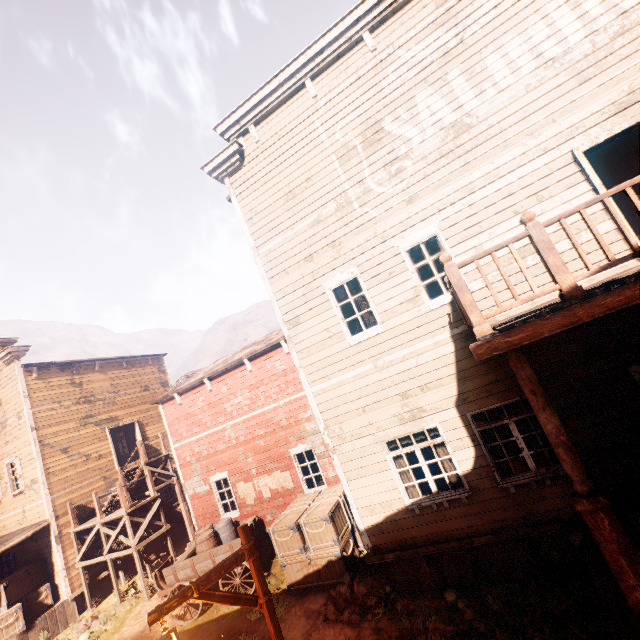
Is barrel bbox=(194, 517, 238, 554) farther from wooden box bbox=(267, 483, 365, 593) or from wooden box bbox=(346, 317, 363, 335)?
wooden box bbox=(346, 317, 363, 335)

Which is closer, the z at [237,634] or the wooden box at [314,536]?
the z at [237,634]

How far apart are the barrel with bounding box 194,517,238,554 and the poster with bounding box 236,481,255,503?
0.91m

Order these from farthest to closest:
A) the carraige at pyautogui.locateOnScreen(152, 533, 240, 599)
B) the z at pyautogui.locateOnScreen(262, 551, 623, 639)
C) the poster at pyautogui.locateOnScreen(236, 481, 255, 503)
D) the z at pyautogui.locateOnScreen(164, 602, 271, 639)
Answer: the poster at pyautogui.locateOnScreen(236, 481, 255, 503), the carraige at pyautogui.locateOnScreen(152, 533, 240, 599), the z at pyautogui.locateOnScreen(164, 602, 271, 639), the z at pyautogui.locateOnScreen(262, 551, 623, 639)

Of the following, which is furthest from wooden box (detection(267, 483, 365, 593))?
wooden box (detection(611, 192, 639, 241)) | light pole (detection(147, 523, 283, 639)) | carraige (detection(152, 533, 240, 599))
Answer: wooden box (detection(611, 192, 639, 241))

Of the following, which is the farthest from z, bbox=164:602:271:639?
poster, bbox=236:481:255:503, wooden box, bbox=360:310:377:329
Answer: wooden box, bbox=360:310:377:329

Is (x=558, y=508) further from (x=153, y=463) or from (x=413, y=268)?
(x=153, y=463)

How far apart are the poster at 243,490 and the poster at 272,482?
0.12m
